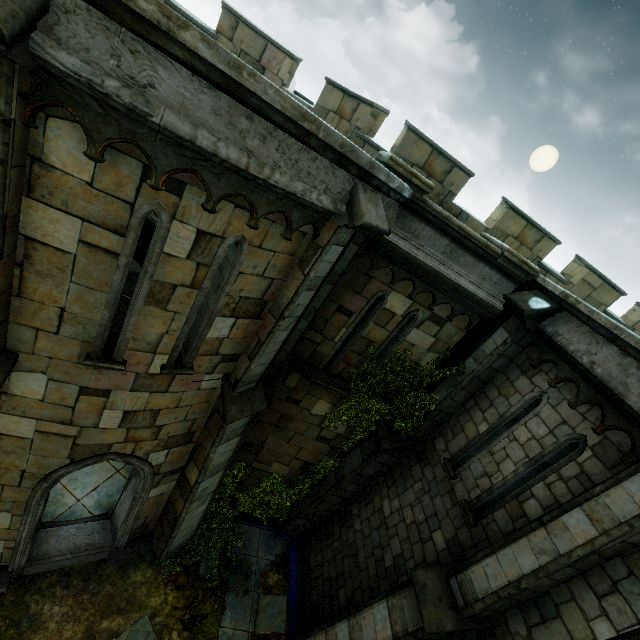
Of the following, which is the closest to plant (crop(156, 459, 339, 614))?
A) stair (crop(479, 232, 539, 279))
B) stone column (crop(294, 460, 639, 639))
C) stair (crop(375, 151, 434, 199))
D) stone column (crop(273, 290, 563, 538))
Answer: stone column (crop(273, 290, 563, 538))

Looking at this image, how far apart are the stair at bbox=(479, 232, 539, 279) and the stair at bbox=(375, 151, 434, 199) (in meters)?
2.01

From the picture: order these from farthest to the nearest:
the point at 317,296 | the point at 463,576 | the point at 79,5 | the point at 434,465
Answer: the point at 434,465
the point at 317,296
the point at 463,576
the point at 79,5

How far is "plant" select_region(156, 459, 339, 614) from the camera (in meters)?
8.29

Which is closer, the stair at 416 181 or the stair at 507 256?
the stair at 416 181

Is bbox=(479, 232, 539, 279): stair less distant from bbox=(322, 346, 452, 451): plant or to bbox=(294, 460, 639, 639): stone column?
bbox=(322, 346, 452, 451): plant

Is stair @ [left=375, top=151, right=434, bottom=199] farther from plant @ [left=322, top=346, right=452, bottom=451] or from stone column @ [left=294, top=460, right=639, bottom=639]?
stone column @ [left=294, top=460, right=639, bottom=639]

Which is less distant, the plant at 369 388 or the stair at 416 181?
the stair at 416 181
